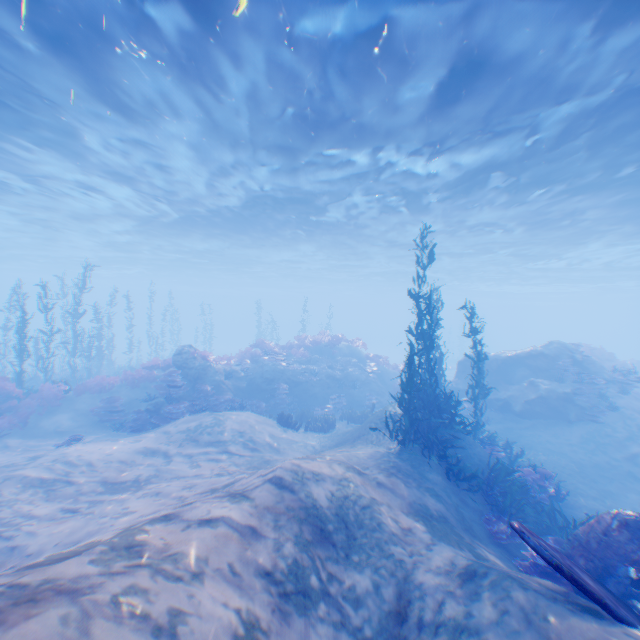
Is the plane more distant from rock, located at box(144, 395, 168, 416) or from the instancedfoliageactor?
rock, located at box(144, 395, 168, 416)

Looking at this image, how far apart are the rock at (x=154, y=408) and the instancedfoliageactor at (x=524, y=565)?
12.9 meters

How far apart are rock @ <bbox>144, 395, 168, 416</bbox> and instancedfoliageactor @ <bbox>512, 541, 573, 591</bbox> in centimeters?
1290cm

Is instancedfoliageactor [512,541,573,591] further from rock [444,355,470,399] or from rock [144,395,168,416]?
rock [144,395,168,416]

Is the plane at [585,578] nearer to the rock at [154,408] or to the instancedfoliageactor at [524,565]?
the instancedfoliageactor at [524,565]

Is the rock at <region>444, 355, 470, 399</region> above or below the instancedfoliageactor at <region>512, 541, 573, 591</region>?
above

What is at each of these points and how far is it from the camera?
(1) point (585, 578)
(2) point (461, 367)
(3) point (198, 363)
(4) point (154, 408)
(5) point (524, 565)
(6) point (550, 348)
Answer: (1) plane, 4.4 meters
(2) rock, 20.6 meters
(3) rock, 16.9 meters
(4) rock, 13.9 meters
(5) instancedfoliageactor, 6.6 meters
(6) rock, 17.9 meters

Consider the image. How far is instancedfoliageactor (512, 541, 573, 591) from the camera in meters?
6.1 m
